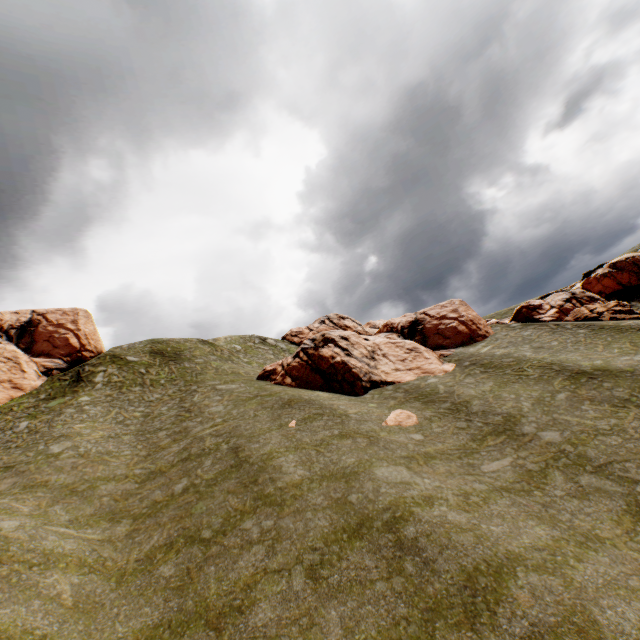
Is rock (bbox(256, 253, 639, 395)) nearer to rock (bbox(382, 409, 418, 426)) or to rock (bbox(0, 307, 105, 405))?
rock (bbox(382, 409, 418, 426))

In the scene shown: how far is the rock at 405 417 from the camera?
20.4m

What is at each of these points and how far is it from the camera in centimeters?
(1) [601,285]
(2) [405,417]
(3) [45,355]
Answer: (1) rock, 4406cm
(2) rock, 2114cm
(3) rock, 3825cm

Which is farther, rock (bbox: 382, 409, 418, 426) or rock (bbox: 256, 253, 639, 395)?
rock (bbox: 256, 253, 639, 395)

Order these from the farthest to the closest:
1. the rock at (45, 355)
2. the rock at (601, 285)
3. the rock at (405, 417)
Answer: the rock at (45, 355) → the rock at (601, 285) → the rock at (405, 417)

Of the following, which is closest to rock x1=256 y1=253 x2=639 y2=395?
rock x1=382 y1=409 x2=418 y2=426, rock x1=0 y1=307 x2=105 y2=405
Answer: rock x1=382 y1=409 x2=418 y2=426

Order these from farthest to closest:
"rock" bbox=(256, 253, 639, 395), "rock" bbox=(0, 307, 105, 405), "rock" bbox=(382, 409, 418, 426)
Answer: "rock" bbox=(0, 307, 105, 405), "rock" bbox=(256, 253, 639, 395), "rock" bbox=(382, 409, 418, 426)
